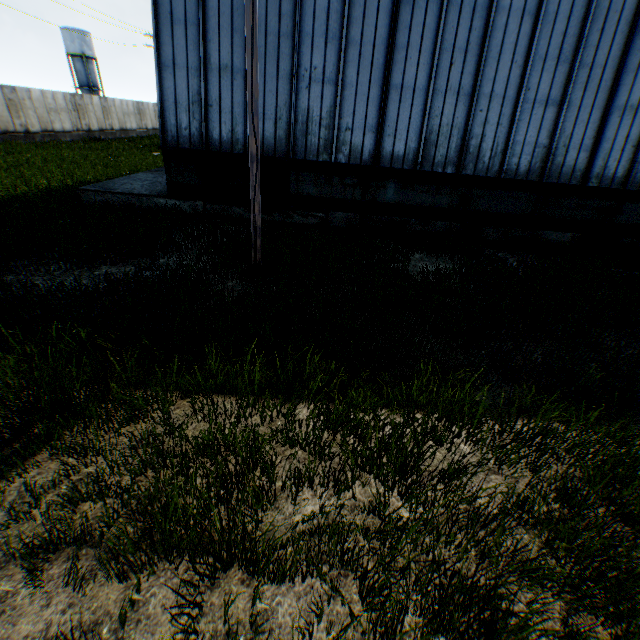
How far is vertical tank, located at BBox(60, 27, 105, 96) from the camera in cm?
5062

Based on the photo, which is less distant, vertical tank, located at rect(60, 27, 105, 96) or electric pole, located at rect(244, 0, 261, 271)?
electric pole, located at rect(244, 0, 261, 271)

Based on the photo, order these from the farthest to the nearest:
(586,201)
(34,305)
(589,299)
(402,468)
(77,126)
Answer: (77,126) < (586,201) < (589,299) < (34,305) < (402,468)

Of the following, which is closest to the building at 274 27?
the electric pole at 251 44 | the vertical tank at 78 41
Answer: the electric pole at 251 44

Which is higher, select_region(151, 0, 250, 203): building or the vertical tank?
the vertical tank

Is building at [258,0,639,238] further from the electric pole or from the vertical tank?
the vertical tank
